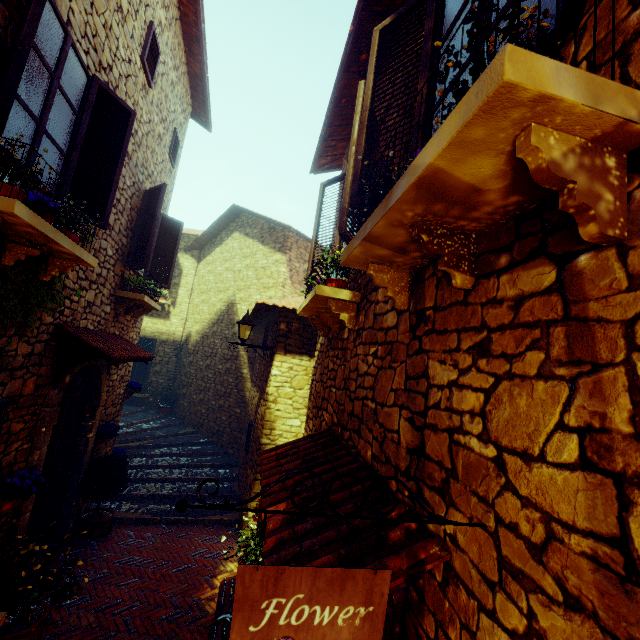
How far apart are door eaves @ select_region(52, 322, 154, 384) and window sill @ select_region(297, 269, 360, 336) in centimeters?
247cm

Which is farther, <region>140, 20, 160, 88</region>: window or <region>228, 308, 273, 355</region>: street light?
<region>228, 308, 273, 355</region>: street light

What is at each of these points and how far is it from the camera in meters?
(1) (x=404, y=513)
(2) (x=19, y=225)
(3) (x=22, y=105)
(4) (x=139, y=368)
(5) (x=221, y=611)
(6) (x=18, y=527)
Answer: (1) door eaves, 1.7 m
(2) window sill, 2.6 m
(3) window, 2.8 m
(4) window, 13.0 m
(5) bench, 3.8 m
(6) stone doorway, 3.9 m

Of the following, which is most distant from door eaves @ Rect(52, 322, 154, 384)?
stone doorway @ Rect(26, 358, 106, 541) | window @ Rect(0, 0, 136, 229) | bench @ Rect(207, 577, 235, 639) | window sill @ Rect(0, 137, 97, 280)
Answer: bench @ Rect(207, 577, 235, 639)

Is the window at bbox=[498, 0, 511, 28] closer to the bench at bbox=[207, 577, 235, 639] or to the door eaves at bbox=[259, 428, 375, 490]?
the door eaves at bbox=[259, 428, 375, 490]

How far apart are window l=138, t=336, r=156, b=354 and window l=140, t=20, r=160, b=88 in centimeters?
980cm

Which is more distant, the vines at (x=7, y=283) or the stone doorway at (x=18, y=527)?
the stone doorway at (x=18, y=527)

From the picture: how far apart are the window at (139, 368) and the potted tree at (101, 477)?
7.26m
